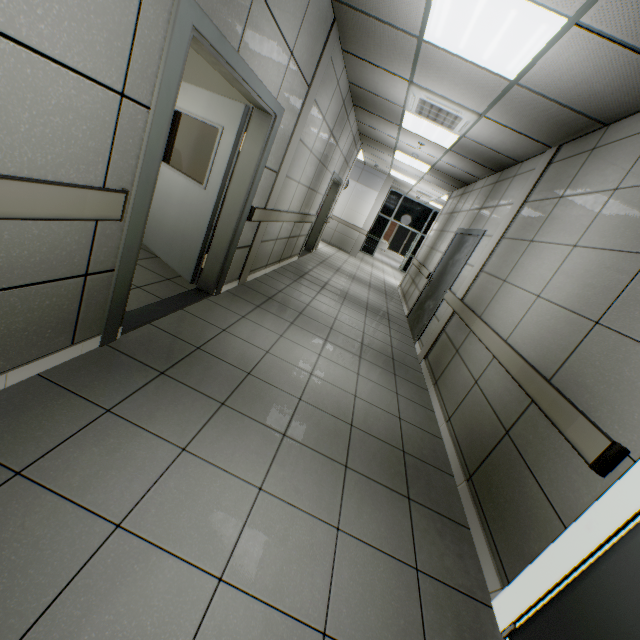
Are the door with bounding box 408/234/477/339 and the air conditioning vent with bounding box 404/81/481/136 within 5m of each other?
yes

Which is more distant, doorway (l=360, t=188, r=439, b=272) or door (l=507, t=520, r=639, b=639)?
doorway (l=360, t=188, r=439, b=272)

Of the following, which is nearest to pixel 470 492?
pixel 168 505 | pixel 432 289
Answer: pixel 168 505

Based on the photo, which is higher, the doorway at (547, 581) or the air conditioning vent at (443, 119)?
the air conditioning vent at (443, 119)

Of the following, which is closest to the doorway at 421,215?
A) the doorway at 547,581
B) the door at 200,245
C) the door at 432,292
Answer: the door at 432,292

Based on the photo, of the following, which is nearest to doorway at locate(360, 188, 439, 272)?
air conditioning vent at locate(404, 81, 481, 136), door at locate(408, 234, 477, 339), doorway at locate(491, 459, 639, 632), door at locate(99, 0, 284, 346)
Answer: door at locate(408, 234, 477, 339)

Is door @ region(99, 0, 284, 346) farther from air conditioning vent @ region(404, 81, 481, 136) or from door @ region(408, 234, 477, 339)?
door @ region(408, 234, 477, 339)

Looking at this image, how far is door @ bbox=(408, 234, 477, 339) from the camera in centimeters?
559cm
